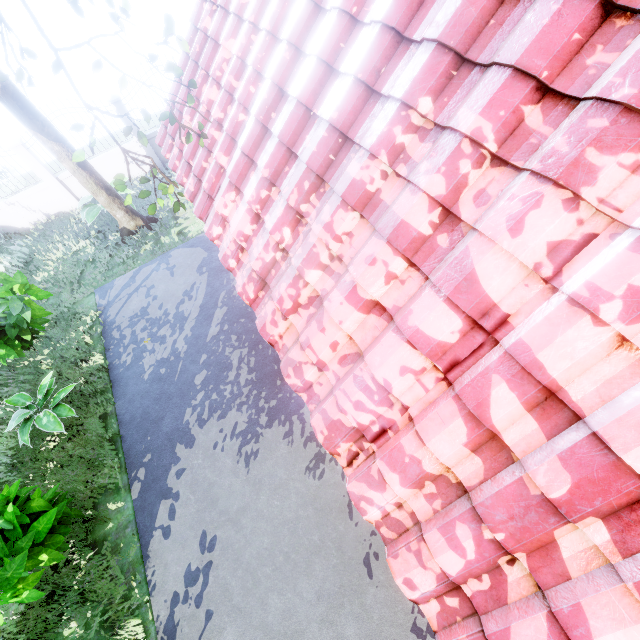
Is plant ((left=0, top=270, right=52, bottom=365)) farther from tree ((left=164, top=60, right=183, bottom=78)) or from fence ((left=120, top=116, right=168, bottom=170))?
fence ((left=120, top=116, right=168, bottom=170))

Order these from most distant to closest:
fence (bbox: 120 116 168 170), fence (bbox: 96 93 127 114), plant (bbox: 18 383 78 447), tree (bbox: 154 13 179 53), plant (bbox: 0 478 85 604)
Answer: fence (bbox: 120 116 168 170) < fence (bbox: 96 93 127 114) < plant (bbox: 18 383 78 447) < plant (bbox: 0 478 85 604) < tree (bbox: 154 13 179 53)

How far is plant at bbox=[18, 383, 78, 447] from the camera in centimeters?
657cm

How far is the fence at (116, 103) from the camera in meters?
10.2

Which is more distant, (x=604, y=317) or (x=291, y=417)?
(x=291, y=417)

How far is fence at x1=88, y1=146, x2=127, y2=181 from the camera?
11.3m

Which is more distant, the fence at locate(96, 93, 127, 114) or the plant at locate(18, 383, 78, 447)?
the fence at locate(96, 93, 127, 114)
